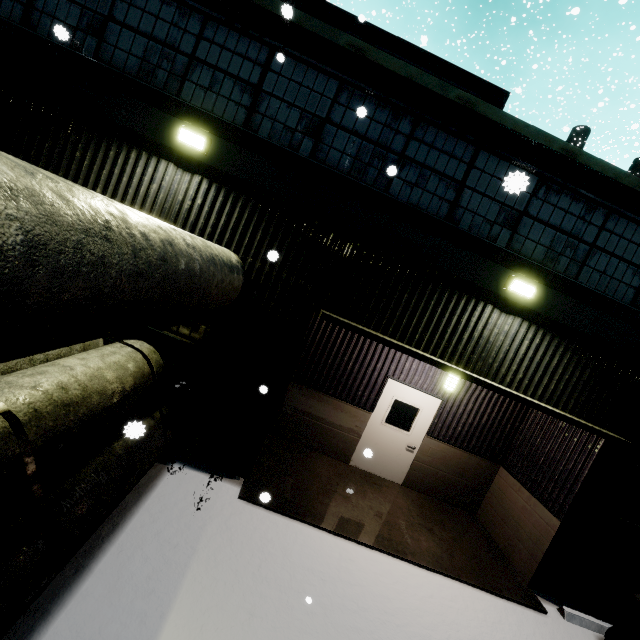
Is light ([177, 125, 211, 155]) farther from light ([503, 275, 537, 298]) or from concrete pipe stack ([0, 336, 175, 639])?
light ([503, 275, 537, 298])

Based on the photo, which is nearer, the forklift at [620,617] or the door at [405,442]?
the forklift at [620,617]

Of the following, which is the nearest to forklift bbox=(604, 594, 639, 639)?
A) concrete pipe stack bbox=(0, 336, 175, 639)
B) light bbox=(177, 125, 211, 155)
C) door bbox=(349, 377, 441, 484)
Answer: concrete pipe stack bbox=(0, 336, 175, 639)

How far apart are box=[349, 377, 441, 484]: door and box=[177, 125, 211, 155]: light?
6.1m

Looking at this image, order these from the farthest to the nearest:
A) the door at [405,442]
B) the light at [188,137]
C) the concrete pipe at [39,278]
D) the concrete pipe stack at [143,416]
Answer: the door at [405,442] < the light at [188,137] < the concrete pipe stack at [143,416] < the concrete pipe at [39,278]

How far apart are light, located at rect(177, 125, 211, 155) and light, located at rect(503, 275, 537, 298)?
5.6m

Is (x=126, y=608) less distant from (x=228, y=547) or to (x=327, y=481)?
(x=228, y=547)

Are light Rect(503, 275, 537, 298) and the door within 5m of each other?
yes
